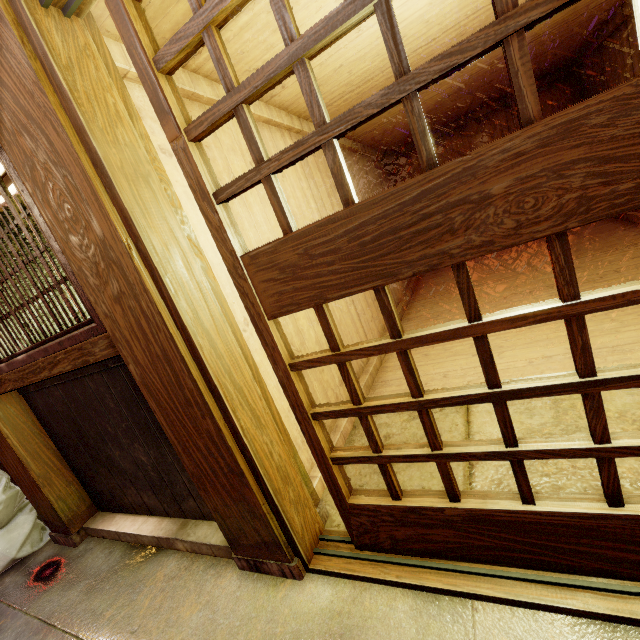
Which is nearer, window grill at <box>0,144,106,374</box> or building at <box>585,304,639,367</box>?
window grill at <box>0,144,106,374</box>

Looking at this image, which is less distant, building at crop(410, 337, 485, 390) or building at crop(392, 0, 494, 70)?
building at crop(392, 0, 494, 70)

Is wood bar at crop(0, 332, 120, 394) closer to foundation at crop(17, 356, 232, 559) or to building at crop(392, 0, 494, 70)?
foundation at crop(17, 356, 232, 559)

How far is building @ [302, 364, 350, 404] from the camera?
4.8 meters

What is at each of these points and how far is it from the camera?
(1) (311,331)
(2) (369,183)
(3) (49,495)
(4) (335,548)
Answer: (1) building, 5.16m
(2) building, 10.80m
(3) wood pole, 4.93m
(4) door frame, 3.23m

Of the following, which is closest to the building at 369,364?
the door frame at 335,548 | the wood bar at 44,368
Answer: the door frame at 335,548

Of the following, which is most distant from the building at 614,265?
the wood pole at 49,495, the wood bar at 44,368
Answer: the wood pole at 49,495

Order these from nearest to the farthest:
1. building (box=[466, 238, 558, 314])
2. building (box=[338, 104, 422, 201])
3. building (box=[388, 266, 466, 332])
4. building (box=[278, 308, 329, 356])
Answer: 1. building (box=[278, 308, 329, 356])
2. building (box=[466, 238, 558, 314])
3. building (box=[388, 266, 466, 332])
4. building (box=[338, 104, 422, 201])
